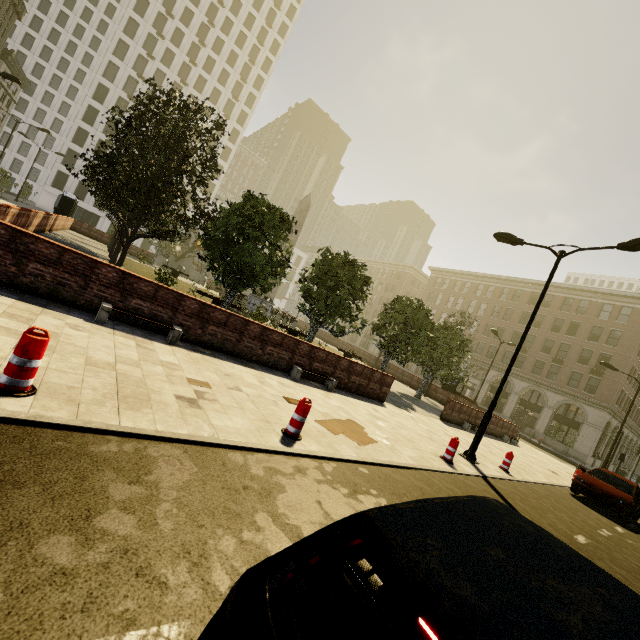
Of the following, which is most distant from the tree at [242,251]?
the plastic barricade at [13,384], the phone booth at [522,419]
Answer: the plastic barricade at [13,384]

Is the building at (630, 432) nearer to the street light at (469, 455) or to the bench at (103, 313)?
the street light at (469, 455)

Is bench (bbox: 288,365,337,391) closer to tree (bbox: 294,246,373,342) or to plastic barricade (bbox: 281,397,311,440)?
tree (bbox: 294,246,373,342)

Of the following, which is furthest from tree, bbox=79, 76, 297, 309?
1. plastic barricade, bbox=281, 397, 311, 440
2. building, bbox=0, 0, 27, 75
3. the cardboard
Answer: plastic barricade, bbox=281, 397, 311, 440

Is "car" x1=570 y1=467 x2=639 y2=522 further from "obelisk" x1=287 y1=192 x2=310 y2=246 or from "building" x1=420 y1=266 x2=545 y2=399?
"obelisk" x1=287 y1=192 x2=310 y2=246

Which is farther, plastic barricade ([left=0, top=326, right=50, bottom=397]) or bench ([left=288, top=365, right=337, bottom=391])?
bench ([left=288, top=365, right=337, bottom=391])

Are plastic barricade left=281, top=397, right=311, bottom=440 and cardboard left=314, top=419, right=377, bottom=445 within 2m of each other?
yes

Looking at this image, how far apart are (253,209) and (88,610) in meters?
12.6
